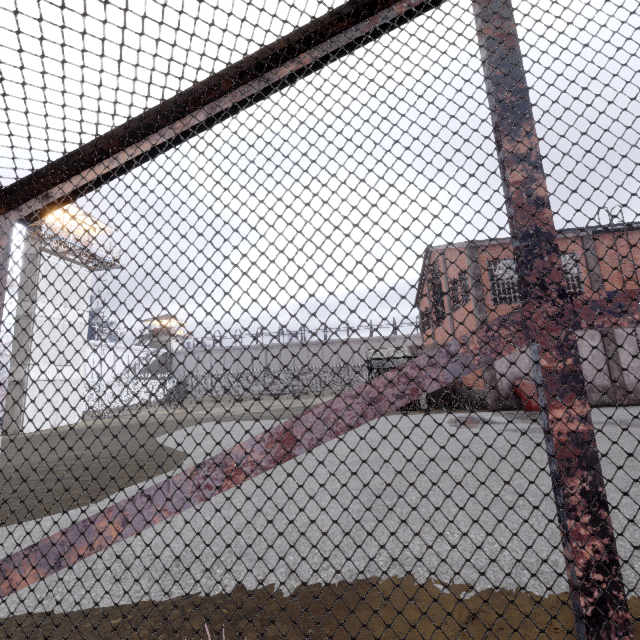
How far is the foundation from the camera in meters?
16.0 m

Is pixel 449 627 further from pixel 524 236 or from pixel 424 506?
pixel 524 236

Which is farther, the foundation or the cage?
the foundation

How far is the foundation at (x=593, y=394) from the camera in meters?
16.0 m

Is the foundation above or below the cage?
below

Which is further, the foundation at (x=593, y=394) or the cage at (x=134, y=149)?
the foundation at (x=593, y=394)
